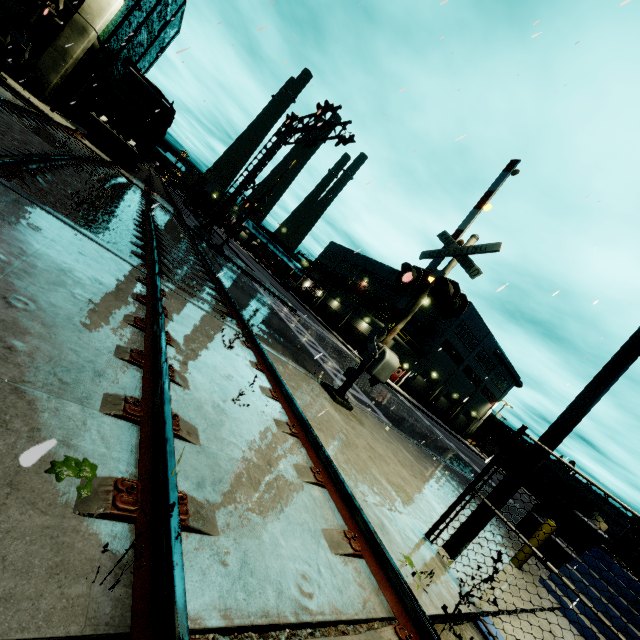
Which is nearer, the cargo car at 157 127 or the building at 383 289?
the cargo car at 157 127

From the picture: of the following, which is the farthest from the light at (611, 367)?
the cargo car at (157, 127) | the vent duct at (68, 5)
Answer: the vent duct at (68, 5)

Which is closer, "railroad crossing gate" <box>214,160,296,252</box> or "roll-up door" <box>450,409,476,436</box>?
"railroad crossing gate" <box>214,160,296,252</box>

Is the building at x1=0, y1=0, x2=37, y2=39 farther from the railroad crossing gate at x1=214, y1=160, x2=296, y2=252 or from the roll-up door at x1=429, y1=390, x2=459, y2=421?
the railroad crossing gate at x1=214, y1=160, x2=296, y2=252

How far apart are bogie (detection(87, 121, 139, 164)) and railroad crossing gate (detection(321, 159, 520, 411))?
20.0 meters

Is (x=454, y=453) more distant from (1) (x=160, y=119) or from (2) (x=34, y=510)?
(1) (x=160, y=119)

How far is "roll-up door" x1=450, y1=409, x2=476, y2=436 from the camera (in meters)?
54.63

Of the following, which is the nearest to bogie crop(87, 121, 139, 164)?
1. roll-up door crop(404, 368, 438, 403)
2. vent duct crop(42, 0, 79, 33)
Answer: vent duct crop(42, 0, 79, 33)
